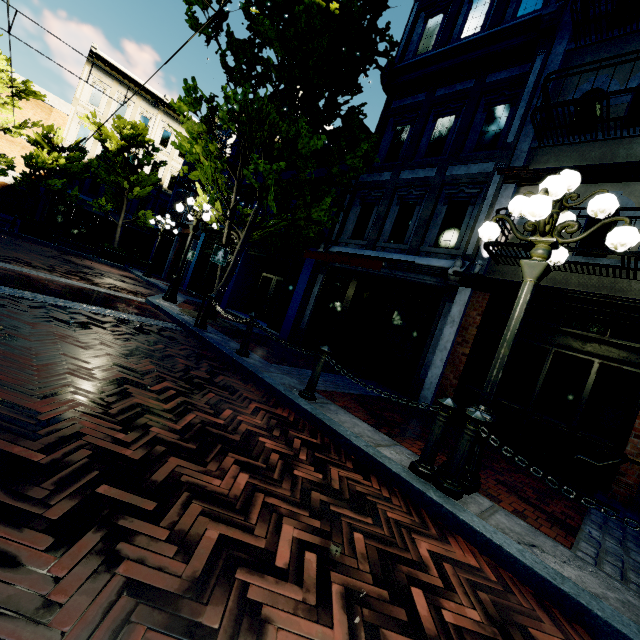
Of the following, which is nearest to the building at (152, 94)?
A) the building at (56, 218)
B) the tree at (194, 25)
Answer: the building at (56, 218)

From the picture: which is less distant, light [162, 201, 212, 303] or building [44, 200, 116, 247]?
light [162, 201, 212, 303]

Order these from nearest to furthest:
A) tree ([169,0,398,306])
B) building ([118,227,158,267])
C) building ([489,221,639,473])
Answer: building ([489,221,639,473])
tree ([169,0,398,306])
building ([118,227,158,267])

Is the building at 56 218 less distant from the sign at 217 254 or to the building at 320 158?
the building at 320 158

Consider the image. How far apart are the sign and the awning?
2.73m

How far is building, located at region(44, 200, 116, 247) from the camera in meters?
23.6

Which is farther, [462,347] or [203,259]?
[203,259]

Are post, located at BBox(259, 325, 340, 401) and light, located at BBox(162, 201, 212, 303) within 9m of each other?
yes
